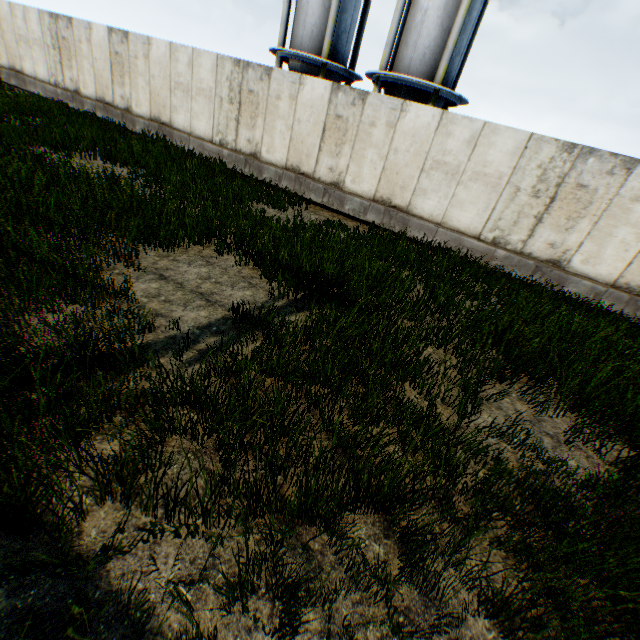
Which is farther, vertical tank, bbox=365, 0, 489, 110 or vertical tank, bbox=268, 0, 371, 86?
vertical tank, bbox=268, 0, 371, 86

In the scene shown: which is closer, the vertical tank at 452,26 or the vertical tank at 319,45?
the vertical tank at 452,26

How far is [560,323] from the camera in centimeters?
657cm
